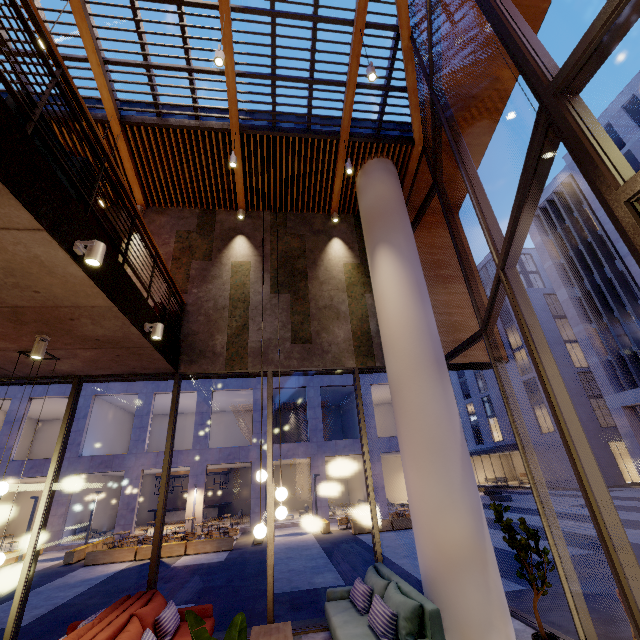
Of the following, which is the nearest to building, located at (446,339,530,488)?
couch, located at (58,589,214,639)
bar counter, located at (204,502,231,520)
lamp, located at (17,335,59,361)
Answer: bar counter, located at (204,502,231,520)

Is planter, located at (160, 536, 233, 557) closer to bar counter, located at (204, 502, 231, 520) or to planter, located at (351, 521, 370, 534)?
planter, located at (351, 521, 370, 534)

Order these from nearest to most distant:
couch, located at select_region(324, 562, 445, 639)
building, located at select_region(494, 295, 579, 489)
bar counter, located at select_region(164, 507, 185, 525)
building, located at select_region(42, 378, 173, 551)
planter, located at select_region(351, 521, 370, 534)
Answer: couch, located at select_region(324, 562, 445, 639), planter, located at select_region(351, 521, 370, 534), building, located at select_region(42, 378, 173, 551), bar counter, located at select_region(164, 507, 185, 525), building, located at select_region(494, 295, 579, 489)

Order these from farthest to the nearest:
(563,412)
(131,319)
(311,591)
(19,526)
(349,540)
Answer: (19,526) < (349,540) < (311,591) < (131,319) < (563,412)

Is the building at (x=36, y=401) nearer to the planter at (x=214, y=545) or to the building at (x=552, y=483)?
the planter at (x=214, y=545)

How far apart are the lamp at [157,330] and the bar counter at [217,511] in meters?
25.3 m

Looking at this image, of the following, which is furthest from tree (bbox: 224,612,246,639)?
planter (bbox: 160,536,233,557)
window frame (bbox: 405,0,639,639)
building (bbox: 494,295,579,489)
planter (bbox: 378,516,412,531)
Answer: building (bbox: 494,295,579,489)

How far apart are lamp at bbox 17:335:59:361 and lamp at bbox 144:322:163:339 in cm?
140
